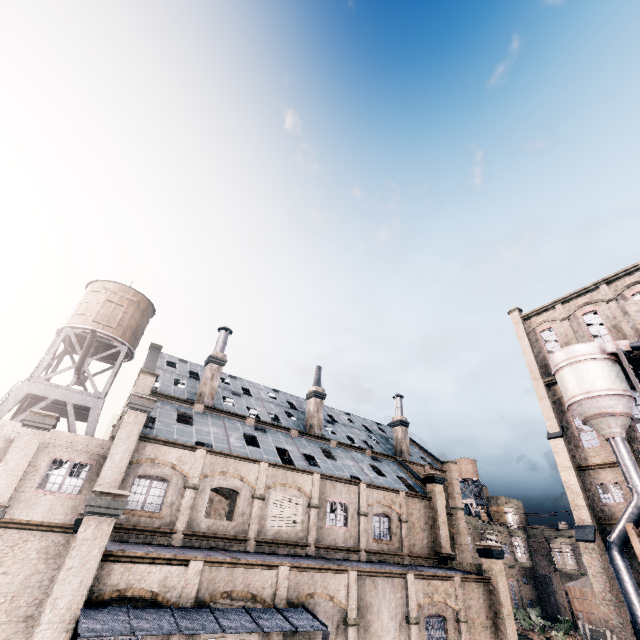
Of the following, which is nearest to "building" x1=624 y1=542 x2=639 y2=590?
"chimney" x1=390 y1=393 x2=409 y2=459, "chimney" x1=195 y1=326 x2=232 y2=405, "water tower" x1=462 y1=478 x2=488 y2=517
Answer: "chimney" x1=390 y1=393 x2=409 y2=459

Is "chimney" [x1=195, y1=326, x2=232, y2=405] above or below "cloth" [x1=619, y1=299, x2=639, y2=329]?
below

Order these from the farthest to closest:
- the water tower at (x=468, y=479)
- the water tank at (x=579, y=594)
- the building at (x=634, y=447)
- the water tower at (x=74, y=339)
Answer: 1. the water tower at (x=468, y=479)
2. the water tank at (x=579, y=594)
3. the building at (x=634, y=447)
4. the water tower at (x=74, y=339)

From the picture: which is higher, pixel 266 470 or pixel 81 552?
pixel 266 470

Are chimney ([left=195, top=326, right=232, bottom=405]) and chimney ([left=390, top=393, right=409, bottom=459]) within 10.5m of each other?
no

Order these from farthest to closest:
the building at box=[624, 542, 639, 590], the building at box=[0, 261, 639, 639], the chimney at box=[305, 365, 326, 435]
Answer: the chimney at box=[305, 365, 326, 435], the building at box=[624, 542, 639, 590], the building at box=[0, 261, 639, 639]

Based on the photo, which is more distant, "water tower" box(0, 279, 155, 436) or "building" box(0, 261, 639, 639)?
"water tower" box(0, 279, 155, 436)

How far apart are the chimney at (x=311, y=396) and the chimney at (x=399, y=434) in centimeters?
1078cm
